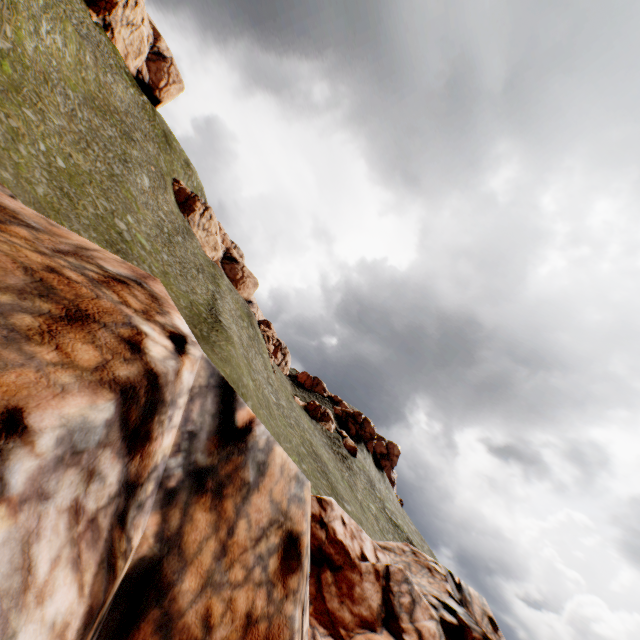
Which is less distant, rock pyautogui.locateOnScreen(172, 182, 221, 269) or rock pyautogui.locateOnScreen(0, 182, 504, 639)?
rock pyautogui.locateOnScreen(0, 182, 504, 639)

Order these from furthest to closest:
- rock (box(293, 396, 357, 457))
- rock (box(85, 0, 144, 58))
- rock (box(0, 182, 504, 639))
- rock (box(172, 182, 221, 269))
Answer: rock (box(172, 182, 221, 269))
rock (box(85, 0, 144, 58))
rock (box(293, 396, 357, 457))
rock (box(0, 182, 504, 639))

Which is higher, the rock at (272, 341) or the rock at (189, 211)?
the rock at (189, 211)

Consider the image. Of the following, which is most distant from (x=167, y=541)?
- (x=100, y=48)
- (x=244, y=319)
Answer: (x=100, y=48)

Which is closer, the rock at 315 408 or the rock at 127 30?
the rock at 315 408

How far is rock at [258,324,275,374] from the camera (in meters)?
54.72
